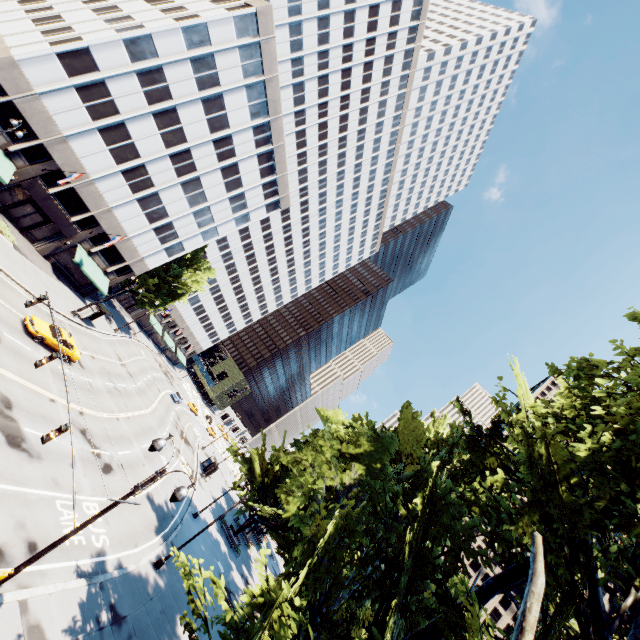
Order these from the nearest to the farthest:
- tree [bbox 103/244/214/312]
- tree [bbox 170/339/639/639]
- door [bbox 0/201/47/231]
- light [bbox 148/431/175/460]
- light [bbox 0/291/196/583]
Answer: tree [bbox 170/339/639/639], light [bbox 0/291/196/583], light [bbox 148/431/175/460], door [bbox 0/201/47/231], tree [bbox 103/244/214/312]

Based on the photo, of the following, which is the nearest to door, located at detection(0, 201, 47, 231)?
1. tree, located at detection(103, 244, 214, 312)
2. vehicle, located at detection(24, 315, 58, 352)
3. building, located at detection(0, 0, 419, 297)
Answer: building, located at detection(0, 0, 419, 297)

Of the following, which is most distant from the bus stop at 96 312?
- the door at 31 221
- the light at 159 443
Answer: the light at 159 443

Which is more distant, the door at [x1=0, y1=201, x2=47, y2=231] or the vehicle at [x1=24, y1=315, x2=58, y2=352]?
the door at [x1=0, y1=201, x2=47, y2=231]

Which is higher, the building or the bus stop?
the building

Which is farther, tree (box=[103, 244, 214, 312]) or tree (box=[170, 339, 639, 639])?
tree (box=[103, 244, 214, 312])

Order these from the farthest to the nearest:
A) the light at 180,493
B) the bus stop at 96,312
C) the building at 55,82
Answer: the bus stop at 96,312 → the building at 55,82 → the light at 180,493

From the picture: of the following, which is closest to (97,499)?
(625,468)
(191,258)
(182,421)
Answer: (625,468)
